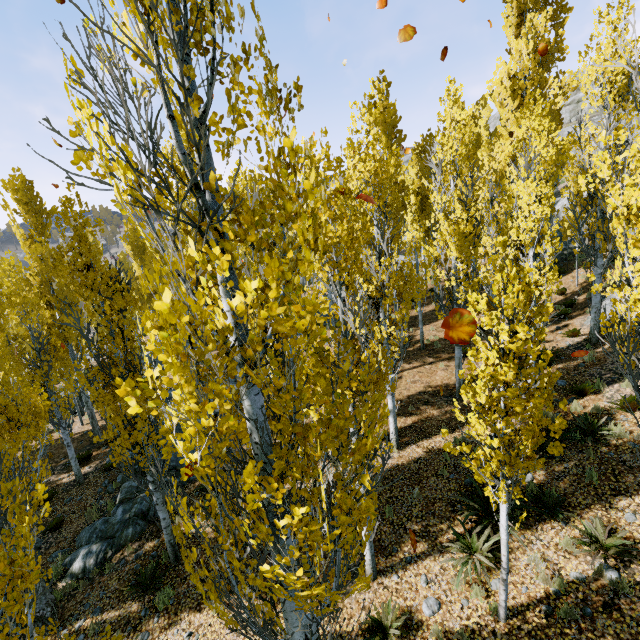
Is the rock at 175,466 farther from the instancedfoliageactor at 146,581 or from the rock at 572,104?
the rock at 572,104

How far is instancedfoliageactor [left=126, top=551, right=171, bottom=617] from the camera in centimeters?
799cm

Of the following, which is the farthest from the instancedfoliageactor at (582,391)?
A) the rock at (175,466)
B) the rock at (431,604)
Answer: the rock at (431,604)

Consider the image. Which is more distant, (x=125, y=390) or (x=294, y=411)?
(x=294, y=411)

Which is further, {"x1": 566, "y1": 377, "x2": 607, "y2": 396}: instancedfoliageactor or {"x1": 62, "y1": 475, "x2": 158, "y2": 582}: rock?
{"x1": 566, "y1": 377, "x2": 607, "y2": 396}: instancedfoliageactor

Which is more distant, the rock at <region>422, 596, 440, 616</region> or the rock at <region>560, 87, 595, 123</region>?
the rock at <region>560, 87, 595, 123</region>

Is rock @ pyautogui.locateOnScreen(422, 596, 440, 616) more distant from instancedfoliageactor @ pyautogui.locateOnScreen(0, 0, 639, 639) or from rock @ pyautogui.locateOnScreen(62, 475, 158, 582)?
rock @ pyautogui.locateOnScreen(62, 475, 158, 582)
